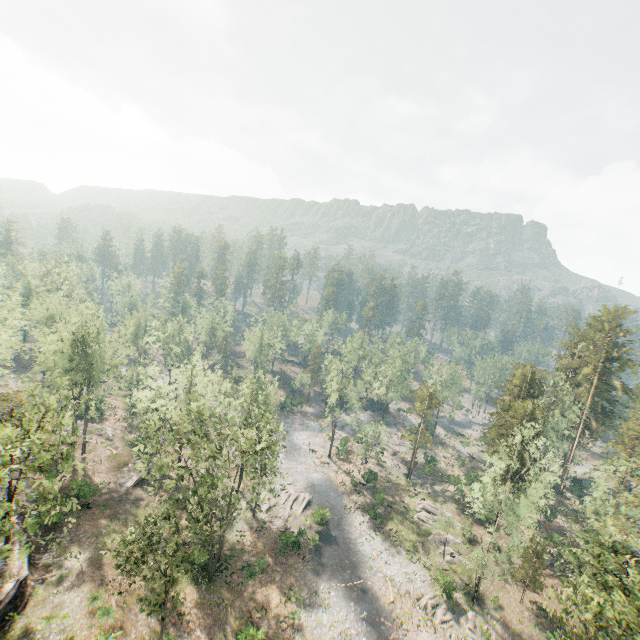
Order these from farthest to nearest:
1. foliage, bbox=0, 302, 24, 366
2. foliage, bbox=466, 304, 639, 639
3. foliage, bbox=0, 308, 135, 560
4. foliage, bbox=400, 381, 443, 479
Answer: foliage, bbox=400, 381, 443, 479 < foliage, bbox=0, 302, 24, 366 < foliage, bbox=466, 304, 639, 639 < foliage, bbox=0, 308, 135, 560

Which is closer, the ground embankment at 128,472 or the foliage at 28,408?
the foliage at 28,408

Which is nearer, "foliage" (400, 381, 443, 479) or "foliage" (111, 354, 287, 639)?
"foliage" (111, 354, 287, 639)

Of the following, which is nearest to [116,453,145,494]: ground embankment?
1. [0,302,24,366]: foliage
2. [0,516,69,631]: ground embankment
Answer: [0,302,24,366]: foliage

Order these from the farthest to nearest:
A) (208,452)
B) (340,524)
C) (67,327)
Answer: (208,452) < (340,524) < (67,327)

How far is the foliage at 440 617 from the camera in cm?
3428
